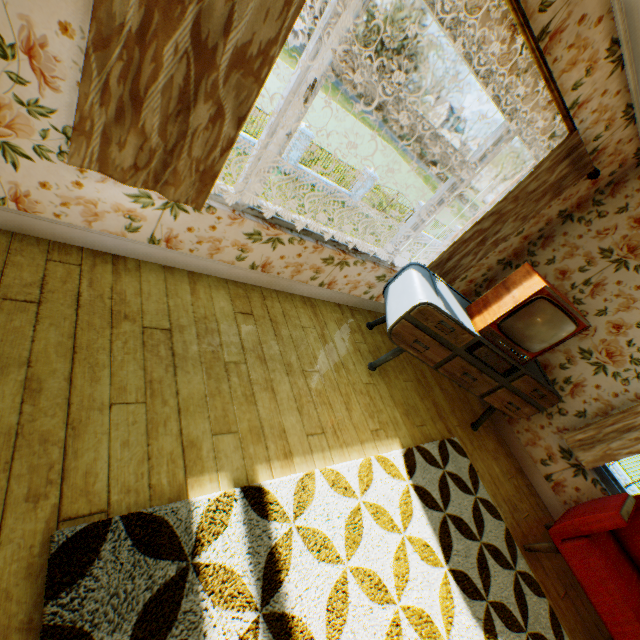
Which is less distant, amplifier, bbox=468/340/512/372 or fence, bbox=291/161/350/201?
amplifier, bbox=468/340/512/372

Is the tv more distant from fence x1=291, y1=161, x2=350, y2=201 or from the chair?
fence x1=291, y1=161, x2=350, y2=201

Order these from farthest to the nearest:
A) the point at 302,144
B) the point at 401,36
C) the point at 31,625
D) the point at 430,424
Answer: the point at 401,36, the point at 302,144, the point at 430,424, the point at 31,625

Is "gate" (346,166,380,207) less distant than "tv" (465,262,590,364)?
No

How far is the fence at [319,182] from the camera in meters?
17.8

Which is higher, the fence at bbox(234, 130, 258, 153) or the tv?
the tv

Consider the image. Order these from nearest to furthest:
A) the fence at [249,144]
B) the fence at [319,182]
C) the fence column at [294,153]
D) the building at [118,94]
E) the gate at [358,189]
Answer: the building at [118,94], the fence at [249,144], the fence column at [294,153], the fence at [319,182], the gate at [358,189]

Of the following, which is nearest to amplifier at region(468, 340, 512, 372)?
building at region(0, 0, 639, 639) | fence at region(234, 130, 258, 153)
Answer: building at region(0, 0, 639, 639)
